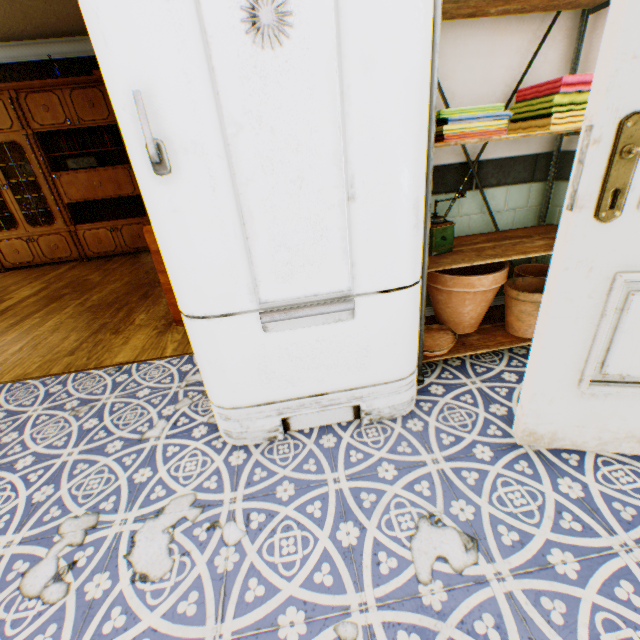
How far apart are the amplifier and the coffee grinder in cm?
568

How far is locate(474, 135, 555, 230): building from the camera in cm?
198

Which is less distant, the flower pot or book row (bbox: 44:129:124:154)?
the flower pot

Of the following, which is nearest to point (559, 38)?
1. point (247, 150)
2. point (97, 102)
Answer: point (247, 150)

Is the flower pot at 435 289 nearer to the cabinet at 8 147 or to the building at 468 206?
the building at 468 206

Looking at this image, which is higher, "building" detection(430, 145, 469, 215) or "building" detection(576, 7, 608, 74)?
"building" detection(576, 7, 608, 74)

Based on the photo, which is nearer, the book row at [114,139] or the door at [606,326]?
the door at [606,326]

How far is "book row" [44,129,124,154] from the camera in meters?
5.0
